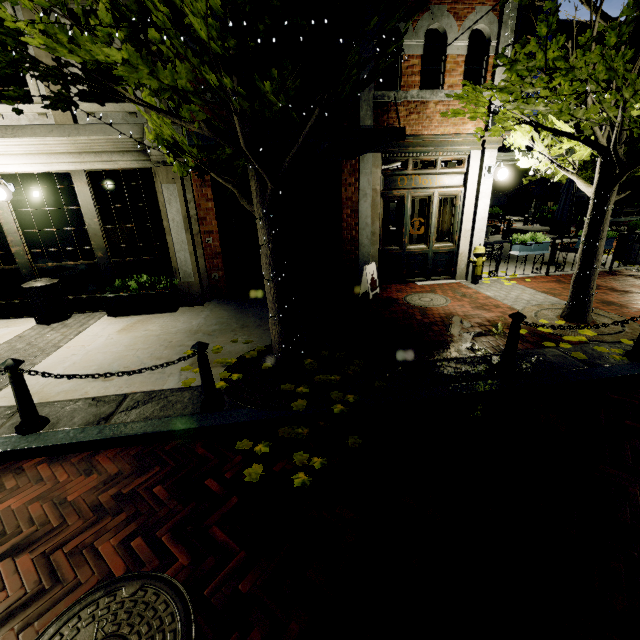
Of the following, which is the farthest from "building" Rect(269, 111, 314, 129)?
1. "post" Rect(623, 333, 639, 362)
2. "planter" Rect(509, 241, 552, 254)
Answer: "post" Rect(623, 333, 639, 362)

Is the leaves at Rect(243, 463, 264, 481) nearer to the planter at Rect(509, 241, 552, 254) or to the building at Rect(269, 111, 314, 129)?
the building at Rect(269, 111, 314, 129)

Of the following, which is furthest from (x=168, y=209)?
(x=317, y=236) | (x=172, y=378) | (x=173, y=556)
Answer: (x=173, y=556)

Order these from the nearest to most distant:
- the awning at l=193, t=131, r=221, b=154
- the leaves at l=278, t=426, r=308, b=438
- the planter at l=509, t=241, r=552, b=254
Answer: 1. the leaves at l=278, t=426, r=308, b=438
2. the awning at l=193, t=131, r=221, b=154
3. the planter at l=509, t=241, r=552, b=254

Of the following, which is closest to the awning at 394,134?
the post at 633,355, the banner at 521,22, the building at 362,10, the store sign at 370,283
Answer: the building at 362,10

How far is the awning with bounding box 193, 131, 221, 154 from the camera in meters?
4.2

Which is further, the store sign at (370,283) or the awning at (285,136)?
the store sign at (370,283)

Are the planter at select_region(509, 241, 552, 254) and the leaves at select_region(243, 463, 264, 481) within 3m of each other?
no
